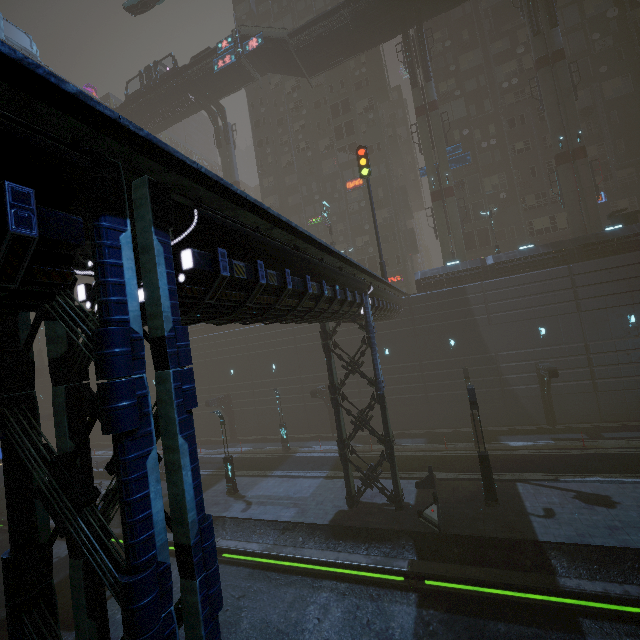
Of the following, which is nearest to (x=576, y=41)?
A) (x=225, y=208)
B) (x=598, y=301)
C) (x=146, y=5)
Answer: (x=598, y=301)

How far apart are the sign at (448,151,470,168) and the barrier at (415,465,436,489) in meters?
28.2 m

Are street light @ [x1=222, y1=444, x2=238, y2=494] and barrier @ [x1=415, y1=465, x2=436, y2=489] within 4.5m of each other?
no

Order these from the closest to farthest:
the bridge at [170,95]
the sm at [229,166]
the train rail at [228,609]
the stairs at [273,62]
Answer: the train rail at [228,609] < the stairs at [273,62] < the bridge at [170,95] < the sm at [229,166]

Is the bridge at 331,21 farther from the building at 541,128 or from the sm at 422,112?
the building at 541,128

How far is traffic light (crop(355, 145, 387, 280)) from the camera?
22.4m

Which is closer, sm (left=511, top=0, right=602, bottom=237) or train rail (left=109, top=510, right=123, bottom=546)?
train rail (left=109, top=510, right=123, bottom=546)

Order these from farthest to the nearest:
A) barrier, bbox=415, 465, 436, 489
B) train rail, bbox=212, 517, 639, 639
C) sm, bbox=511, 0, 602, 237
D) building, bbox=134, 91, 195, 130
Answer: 1. building, bbox=134, 91, 195, 130
2. sm, bbox=511, 0, 602, 237
3. barrier, bbox=415, 465, 436, 489
4. train rail, bbox=212, 517, 639, 639
